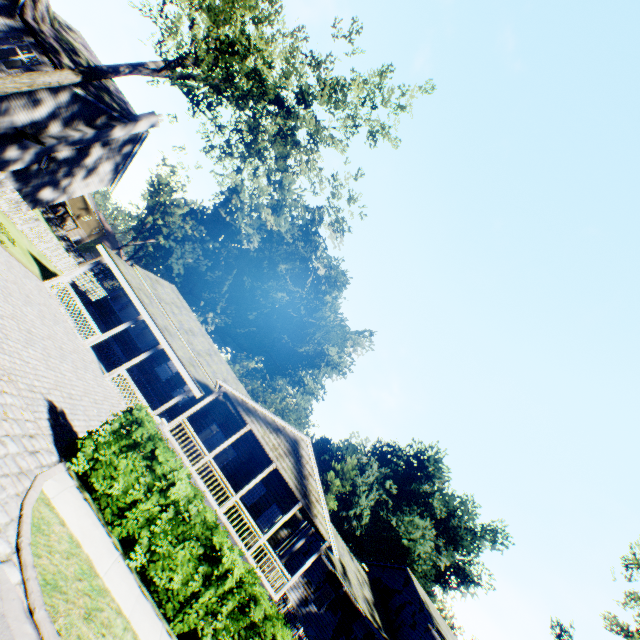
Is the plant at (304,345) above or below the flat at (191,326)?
above

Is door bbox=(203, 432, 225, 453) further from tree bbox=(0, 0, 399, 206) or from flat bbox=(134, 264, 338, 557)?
tree bbox=(0, 0, 399, 206)

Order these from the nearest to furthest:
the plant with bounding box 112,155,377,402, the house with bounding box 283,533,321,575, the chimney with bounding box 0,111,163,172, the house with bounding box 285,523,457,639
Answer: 1. the chimney with bounding box 0,111,163,172
2. the house with bounding box 285,523,457,639
3. the house with bounding box 283,533,321,575
4. the plant with bounding box 112,155,377,402

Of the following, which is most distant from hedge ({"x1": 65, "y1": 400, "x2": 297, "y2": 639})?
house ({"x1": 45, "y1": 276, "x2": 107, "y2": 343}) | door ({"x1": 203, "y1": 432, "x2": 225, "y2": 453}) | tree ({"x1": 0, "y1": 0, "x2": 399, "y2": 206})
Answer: tree ({"x1": 0, "y1": 0, "x2": 399, "y2": 206})

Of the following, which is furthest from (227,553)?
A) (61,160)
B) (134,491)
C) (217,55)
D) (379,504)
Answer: (379,504)

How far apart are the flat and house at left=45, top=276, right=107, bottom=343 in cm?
322

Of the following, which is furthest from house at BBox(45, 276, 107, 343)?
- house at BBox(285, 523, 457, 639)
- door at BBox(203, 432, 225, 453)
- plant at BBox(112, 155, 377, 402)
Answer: plant at BBox(112, 155, 377, 402)

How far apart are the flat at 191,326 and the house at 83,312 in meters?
3.2
